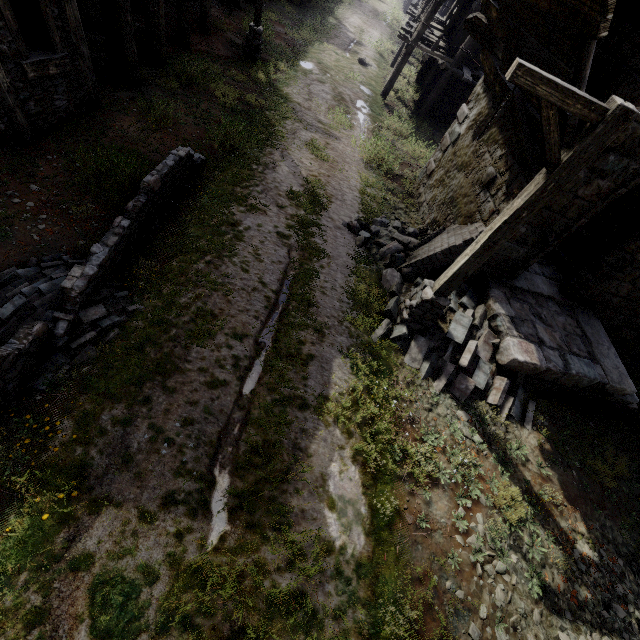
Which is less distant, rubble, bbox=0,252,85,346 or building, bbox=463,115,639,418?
rubble, bbox=0,252,85,346

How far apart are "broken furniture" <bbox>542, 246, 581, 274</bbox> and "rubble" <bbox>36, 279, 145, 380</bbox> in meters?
11.0

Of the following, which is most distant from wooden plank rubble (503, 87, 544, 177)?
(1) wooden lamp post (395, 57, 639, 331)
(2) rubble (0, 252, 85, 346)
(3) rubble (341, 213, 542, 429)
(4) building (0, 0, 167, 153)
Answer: Result: (2) rubble (0, 252, 85, 346)

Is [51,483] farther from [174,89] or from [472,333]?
[174,89]

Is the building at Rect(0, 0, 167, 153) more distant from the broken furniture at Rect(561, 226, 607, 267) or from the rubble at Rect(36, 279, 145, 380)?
the rubble at Rect(36, 279, 145, 380)

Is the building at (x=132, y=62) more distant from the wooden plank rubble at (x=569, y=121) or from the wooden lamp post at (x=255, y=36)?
the wooden lamp post at (x=255, y=36)

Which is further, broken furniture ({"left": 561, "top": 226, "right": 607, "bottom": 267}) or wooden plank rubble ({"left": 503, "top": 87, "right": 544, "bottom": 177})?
broken furniture ({"left": 561, "top": 226, "right": 607, "bottom": 267})

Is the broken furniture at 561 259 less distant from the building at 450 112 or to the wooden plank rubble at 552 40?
the building at 450 112
